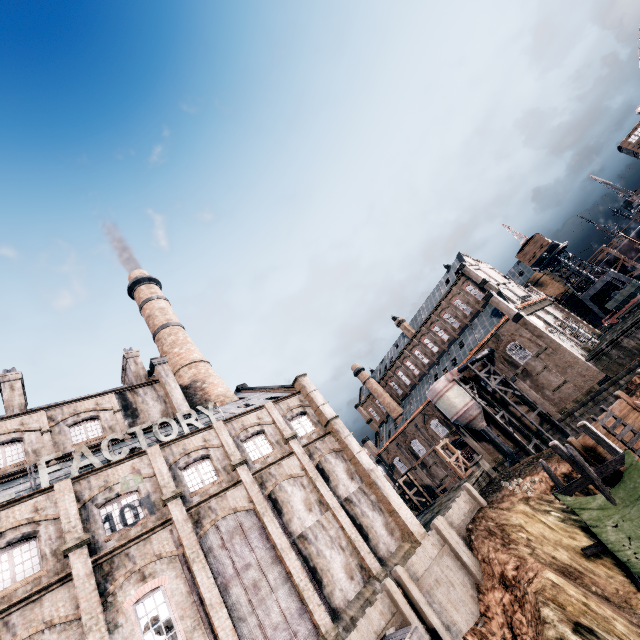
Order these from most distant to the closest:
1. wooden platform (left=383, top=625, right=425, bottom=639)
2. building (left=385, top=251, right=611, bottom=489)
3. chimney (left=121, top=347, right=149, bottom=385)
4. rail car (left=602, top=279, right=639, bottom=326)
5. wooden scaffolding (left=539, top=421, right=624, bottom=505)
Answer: rail car (left=602, top=279, right=639, bottom=326)
building (left=385, top=251, right=611, bottom=489)
chimney (left=121, top=347, right=149, bottom=385)
wooden scaffolding (left=539, top=421, right=624, bottom=505)
wooden platform (left=383, top=625, right=425, bottom=639)

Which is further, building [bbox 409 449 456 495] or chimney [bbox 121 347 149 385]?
building [bbox 409 449 456 495]

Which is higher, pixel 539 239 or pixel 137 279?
pixel 137 279

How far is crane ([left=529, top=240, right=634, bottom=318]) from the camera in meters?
52.7

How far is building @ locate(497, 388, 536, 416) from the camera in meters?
42.3 m

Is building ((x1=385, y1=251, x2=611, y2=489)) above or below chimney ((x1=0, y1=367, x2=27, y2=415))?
below

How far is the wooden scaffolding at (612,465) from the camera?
16.62m

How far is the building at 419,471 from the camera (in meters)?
52.25
